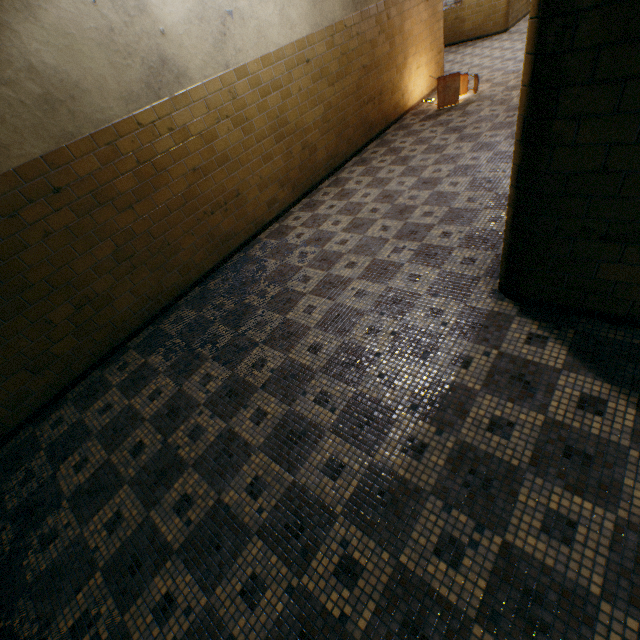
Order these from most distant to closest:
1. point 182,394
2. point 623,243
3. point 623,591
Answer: Answer:
point 182,394
point 623,243
point 623,591

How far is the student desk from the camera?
6.50m

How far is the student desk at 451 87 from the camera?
6.50m
